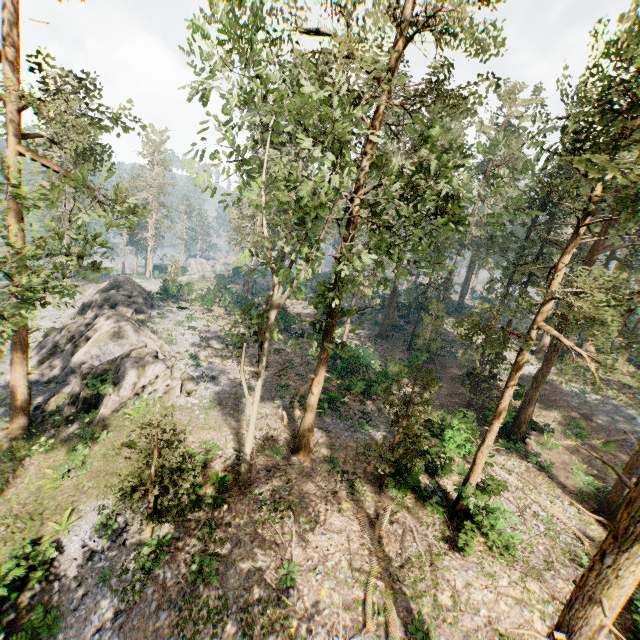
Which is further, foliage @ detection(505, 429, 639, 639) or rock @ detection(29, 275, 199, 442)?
rock @ detection(29, 275, 199, 442)

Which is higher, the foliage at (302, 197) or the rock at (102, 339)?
the foliage at (302, 197)

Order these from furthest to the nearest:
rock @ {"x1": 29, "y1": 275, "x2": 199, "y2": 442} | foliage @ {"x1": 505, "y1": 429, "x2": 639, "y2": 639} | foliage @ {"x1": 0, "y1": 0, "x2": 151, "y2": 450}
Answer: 1. rock @ {"x1": 29, "y1": 275, "x2": 199, "y2": 442}
2. foliage @ {"x1": 0, "y1": 0, "x2": 151, "y2": 450}
3. foliage @ {"x1": 505, "y1": 429, "x2": 639, "y2": 639}

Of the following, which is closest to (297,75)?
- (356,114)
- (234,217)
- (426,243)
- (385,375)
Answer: (356,114)

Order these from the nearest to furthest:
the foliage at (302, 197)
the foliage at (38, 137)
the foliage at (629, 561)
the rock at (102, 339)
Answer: the foliage at (629, 561), the foliage at (302, 197), the foliage at (38, 137), the rock at (102, 339)

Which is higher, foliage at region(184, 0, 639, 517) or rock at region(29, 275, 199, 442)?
foliage at region(184, 0, 639, 517)

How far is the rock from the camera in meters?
20.9
